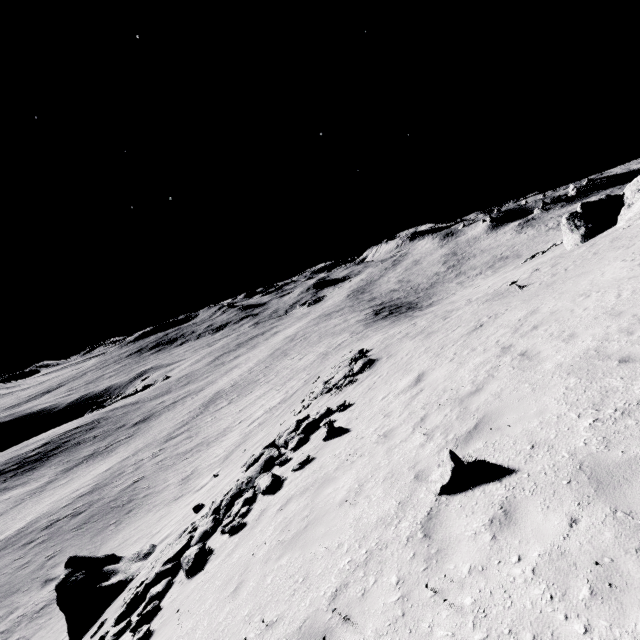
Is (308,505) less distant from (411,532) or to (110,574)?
(411,532)

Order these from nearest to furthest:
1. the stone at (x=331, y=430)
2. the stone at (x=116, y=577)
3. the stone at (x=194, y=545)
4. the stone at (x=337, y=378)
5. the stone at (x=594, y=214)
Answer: the stone at (x=194, y=545)
the stone at (x=331, y=430)
the stone at (x=116, y=577)
the stone at (x=337, y=378)
the stone at (x=594, y=214)

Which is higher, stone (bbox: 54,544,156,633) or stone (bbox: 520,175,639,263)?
stone (bbox: 520,175,639,263)

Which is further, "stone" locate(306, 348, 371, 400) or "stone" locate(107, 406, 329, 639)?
"stone" locate(306, 348, 371, 400)

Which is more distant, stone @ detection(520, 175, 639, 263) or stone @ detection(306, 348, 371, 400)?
stone @ detection(520, 175, 639, 263)

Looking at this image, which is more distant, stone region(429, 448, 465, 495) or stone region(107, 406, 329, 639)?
stone region(107, 406, 329, 639)

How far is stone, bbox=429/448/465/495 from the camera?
5.1 meters

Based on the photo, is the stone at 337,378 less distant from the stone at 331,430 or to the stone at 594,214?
the stone at 331,430
